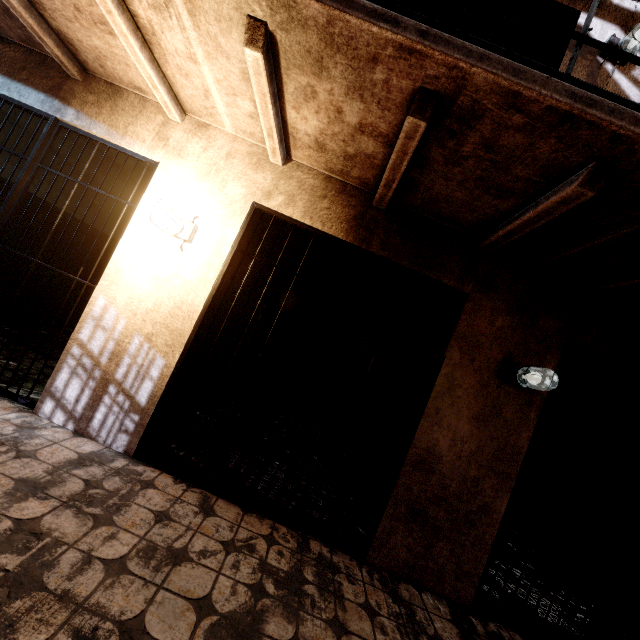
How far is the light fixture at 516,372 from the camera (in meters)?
2.65

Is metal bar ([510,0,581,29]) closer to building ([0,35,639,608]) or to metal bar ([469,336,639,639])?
building ([0,35,639,608])

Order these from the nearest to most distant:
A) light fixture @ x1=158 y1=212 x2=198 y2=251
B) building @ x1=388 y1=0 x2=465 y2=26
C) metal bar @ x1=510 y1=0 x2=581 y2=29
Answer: light fixture @ x1=158 y1=212 x2=198 y2=251 → metal bar @ x1=510 y1=0 x2=581 y2=29 → building @ x1=388 y1=0 x2=465 y2=26

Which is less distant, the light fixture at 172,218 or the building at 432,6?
the light fixture at 172,218

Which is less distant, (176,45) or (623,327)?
(176,45)

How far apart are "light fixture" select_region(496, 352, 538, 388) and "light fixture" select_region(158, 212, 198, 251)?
2.9 meters

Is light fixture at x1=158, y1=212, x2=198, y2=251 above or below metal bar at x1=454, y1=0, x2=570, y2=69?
below

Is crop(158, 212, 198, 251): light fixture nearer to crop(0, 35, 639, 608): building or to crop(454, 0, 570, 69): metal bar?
crop(0, 35, 639, 608): building
